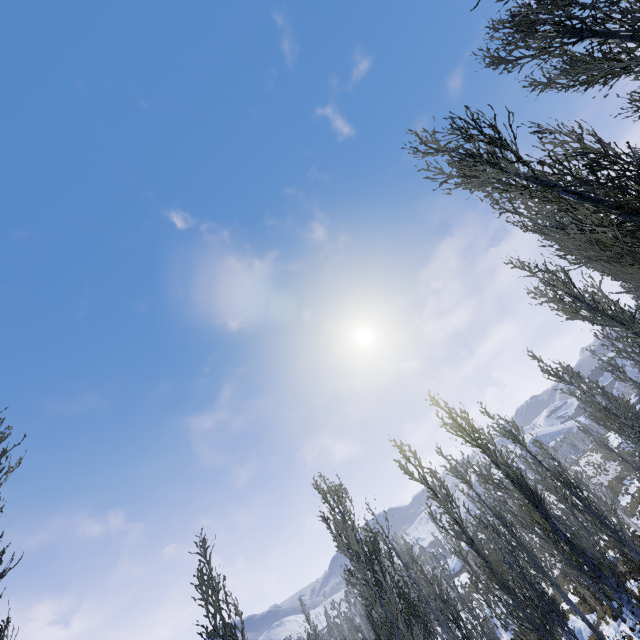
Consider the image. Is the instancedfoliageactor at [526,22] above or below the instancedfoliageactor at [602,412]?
above

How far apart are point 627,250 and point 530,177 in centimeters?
189cm

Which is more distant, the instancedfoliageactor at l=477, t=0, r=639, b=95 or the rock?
the rock

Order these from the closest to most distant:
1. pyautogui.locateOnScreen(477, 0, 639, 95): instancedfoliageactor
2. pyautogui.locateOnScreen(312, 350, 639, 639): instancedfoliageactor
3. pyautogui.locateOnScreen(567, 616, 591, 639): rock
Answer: pyautogui.locateOnScreen(477, 0, 639, 95): instancedfoliageactor → pyautogui.locateOnScreen(312, 350, 639, 639): instancedfoliageactor → pyautogui.locateOnScreen(567, 616, 591, 639): rock

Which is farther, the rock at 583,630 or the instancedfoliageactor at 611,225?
the rock at 583,630

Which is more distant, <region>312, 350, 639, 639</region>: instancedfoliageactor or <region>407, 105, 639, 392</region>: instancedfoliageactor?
<region>312, 350, 639, 639</region>: instancedfoliageactor
